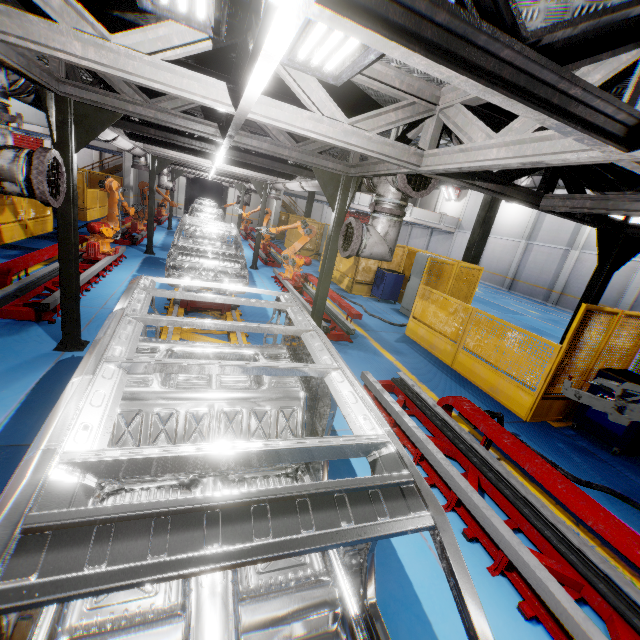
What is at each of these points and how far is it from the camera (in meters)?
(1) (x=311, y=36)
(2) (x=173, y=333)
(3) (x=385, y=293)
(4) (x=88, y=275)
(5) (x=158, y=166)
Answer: (1) light, 2.25
(2) platform, 5.65
(3) toolbox, 12.32
(4) metal platform, 7.16
(5) metal pole, 11.09

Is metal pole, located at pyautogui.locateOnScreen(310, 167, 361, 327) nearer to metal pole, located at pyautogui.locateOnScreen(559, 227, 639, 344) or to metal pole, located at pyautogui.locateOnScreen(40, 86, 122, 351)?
metal pole, located at pyautogui.locateOnScreen(40, 86, 122, 351)

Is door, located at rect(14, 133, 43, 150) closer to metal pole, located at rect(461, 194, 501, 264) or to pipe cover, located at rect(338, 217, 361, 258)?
metal pole, located at rect(461, 194, 501, 264)

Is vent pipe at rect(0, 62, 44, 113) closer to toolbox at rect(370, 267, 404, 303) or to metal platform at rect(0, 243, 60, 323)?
metal platform at rect(0, 243, 60, 323)

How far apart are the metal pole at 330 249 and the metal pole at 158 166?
8.30m

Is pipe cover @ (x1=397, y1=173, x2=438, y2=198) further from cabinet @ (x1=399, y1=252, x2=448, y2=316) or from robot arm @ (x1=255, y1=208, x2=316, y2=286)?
robot arm @ (x1=255, y1=208, x2=316, y2=286)

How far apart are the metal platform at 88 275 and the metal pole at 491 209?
10.6m

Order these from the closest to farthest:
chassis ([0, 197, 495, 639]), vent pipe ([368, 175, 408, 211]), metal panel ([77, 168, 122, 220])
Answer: chassis ([0, 197, 495, 639])
vent pipe ([368, 175, 408, 211])
metal panel ([77, 168, 122, 220])
